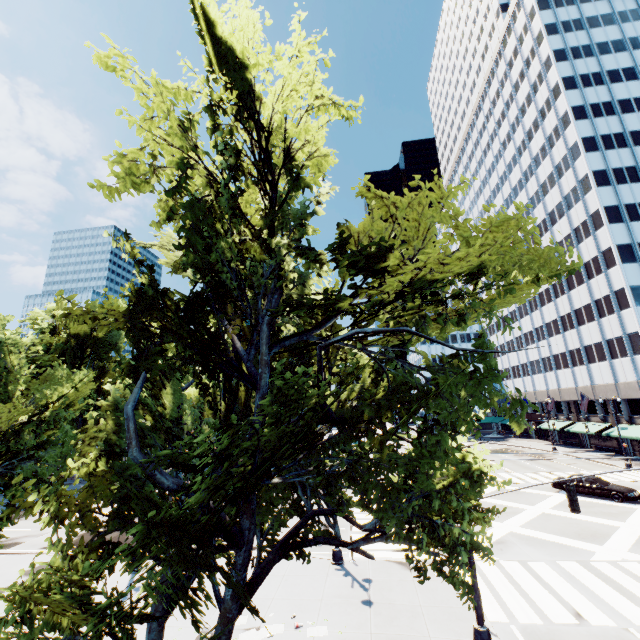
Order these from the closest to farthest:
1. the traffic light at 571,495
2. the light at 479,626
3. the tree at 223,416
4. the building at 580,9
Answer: the tree at 223,416
the light at 479,626
the traffic light at 571,495
the building at 580,9

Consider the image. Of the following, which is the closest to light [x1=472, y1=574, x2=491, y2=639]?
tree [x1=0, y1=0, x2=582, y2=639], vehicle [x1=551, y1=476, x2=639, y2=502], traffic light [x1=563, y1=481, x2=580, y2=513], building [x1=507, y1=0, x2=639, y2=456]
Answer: traffic light [x1=563, y1=481, x2=580, y2=513]

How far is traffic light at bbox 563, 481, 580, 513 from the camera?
10.4m

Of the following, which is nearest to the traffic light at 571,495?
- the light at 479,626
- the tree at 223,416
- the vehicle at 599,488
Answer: the light at 479,626

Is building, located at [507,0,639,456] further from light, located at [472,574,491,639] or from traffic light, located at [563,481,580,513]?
traffic light, located at [563,481,580,513]

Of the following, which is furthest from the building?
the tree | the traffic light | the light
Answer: the traffic light

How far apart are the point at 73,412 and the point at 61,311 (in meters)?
40.42

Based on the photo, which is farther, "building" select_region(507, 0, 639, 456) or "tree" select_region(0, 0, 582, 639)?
"building" select_region(507, 0, 639, 456)
